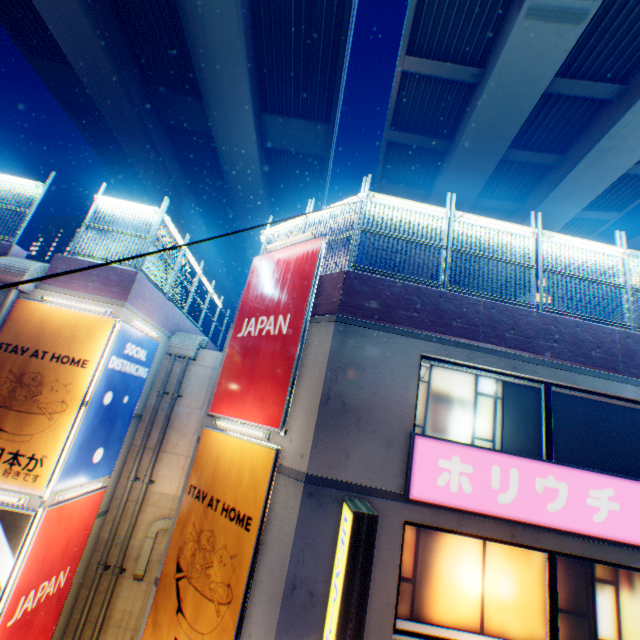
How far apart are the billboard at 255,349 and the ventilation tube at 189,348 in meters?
4.1 m

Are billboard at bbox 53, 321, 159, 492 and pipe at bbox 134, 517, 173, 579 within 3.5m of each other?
yes

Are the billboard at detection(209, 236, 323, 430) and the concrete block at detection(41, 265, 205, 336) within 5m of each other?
yes

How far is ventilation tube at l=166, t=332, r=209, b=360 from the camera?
11.70m

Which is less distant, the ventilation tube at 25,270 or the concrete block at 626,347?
the concrete block at 626,347

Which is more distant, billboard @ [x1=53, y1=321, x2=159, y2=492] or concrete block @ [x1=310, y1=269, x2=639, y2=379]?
billboard @ [x1=53, y1=321, x2=159, y2=492]

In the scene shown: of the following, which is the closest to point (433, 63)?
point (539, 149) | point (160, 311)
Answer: point (539, 149)

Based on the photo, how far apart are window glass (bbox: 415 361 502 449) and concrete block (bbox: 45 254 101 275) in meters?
7.6 m
